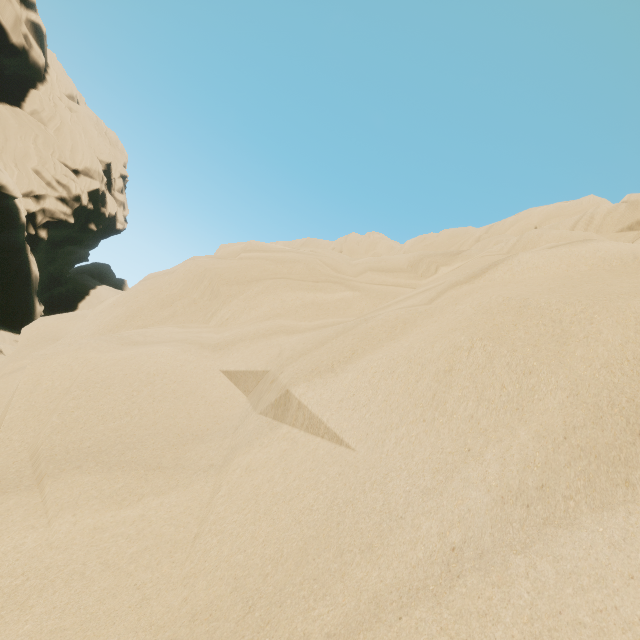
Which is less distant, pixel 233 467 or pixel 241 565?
pixel 241 565
